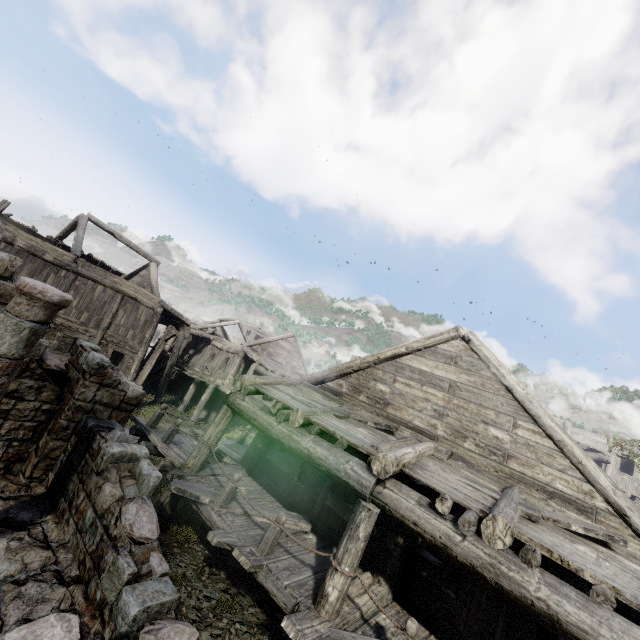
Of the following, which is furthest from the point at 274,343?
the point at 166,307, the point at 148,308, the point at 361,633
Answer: the point at 361,633

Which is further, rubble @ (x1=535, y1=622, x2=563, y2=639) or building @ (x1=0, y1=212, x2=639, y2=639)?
rubble @ (x1=535, y1=622, x2=563, y2=639)

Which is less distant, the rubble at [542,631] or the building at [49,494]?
the building at [49,494]
